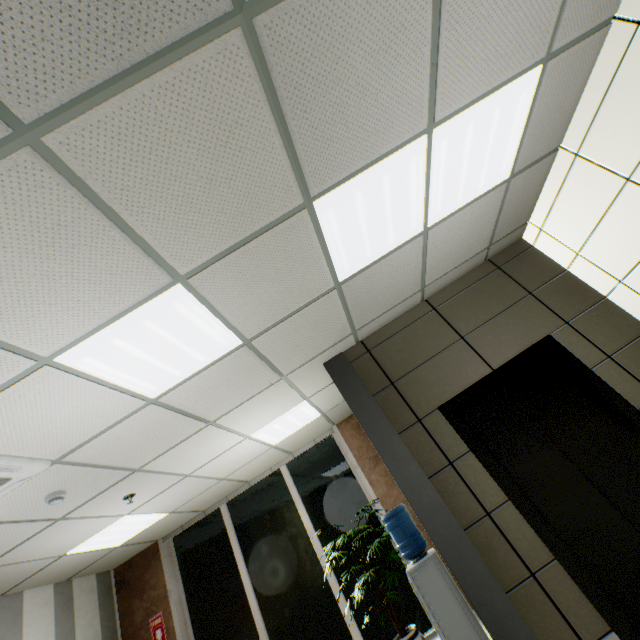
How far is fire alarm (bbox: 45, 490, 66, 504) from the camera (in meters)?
3.17

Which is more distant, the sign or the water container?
the sign

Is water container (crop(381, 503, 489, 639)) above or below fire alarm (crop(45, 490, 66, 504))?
below

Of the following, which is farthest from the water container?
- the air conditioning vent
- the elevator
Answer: the air conditioning vent

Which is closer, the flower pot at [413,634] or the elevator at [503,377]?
the elevator at [503,377]

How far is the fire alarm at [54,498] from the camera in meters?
3.2 m

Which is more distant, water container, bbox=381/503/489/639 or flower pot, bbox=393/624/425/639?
flower pot, bbox=393/624/425/639

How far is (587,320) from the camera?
3.6 meters
